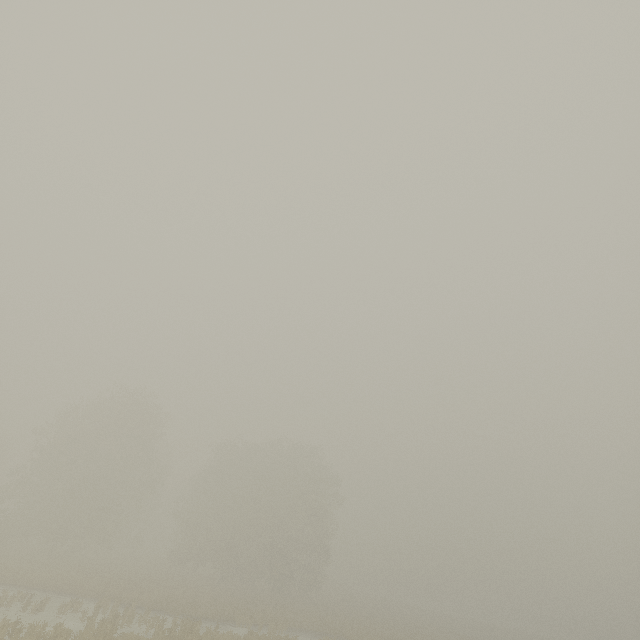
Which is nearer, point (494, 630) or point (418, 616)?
point (418, 616)
